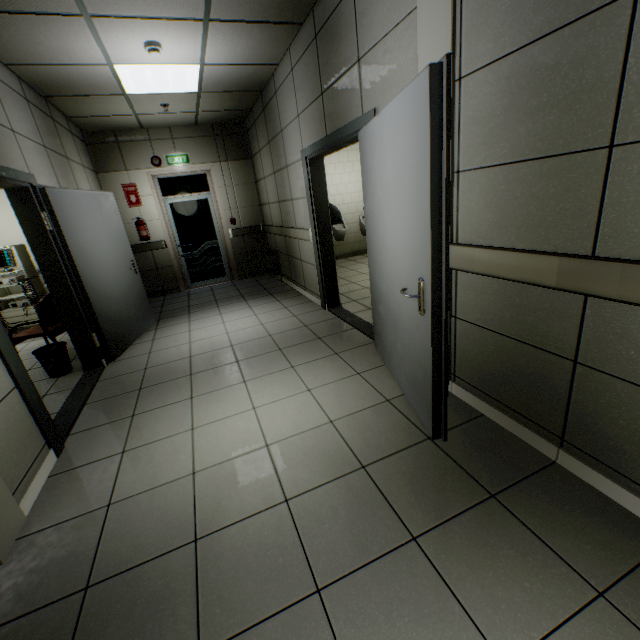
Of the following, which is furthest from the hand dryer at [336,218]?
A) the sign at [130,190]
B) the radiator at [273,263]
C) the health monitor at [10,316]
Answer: the health monitor at [10,316]

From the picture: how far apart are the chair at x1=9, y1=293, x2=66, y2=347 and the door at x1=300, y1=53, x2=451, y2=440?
3.4m

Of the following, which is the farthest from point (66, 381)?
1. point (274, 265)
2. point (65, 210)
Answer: point (274, 265)

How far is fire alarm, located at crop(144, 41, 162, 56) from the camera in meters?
3.3 m

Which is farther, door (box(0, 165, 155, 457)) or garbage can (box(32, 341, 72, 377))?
garbage can (box(32, 341, 72, 377))

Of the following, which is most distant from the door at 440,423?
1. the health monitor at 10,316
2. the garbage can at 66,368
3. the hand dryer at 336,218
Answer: the health monitor at 10,316

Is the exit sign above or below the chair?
above

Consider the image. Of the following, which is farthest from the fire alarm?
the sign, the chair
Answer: the sign
